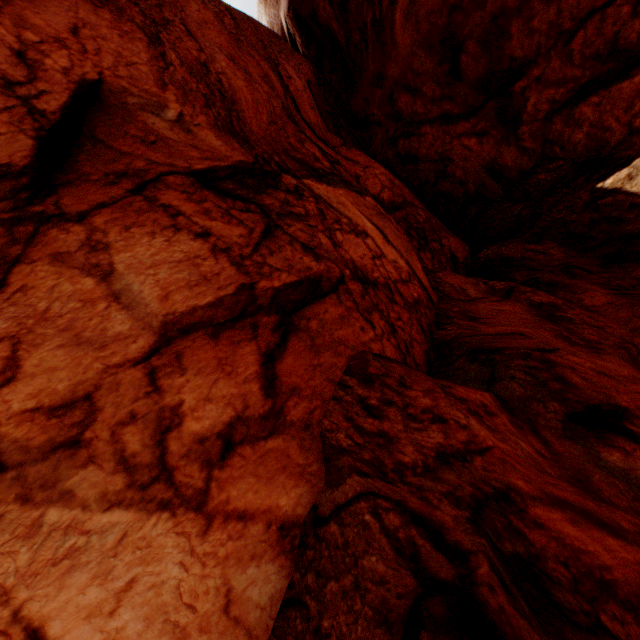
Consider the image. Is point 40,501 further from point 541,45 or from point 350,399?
point 541,45
